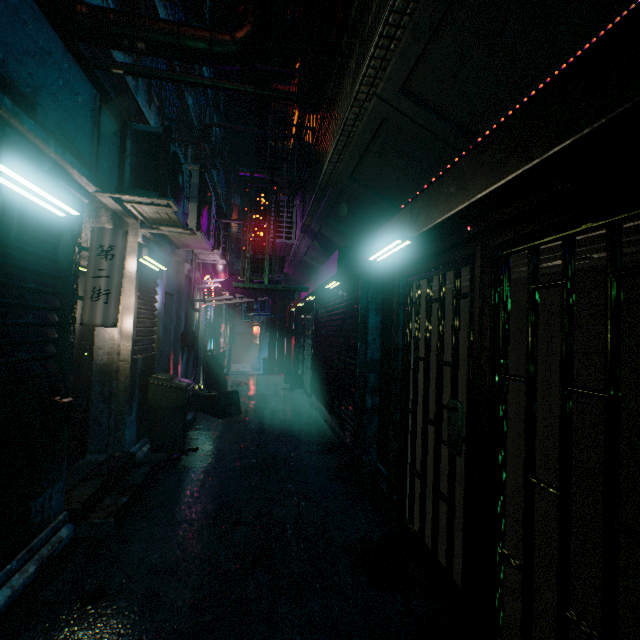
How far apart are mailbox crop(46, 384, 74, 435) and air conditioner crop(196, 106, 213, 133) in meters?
13.7

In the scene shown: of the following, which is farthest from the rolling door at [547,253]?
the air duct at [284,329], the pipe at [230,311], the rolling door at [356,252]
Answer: the pipe at [230,311]

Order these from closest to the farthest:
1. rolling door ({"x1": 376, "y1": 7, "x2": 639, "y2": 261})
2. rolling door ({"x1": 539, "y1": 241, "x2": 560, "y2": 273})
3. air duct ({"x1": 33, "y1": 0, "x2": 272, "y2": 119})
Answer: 1. rolling door ({"x1": 376, "y1": 7, "x2": 639, "y2": 261})
2. rolling door ({"x1": 539, "y1": 241, "x2": 560, "y2": 273})
3. air duct ({"x1": 33, "y1": 0, "x2": 272, "y2": 119})

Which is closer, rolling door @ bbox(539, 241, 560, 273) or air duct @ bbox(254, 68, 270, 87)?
rolling door @ bbox(539, 241, 560, 273)

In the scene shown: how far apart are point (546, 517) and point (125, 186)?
4.2m

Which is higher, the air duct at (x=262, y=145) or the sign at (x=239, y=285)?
the air duct at (x=262, y=145)

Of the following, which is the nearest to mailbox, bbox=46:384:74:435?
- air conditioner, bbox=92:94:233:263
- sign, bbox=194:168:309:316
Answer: air conditioner, bbox=92:94:233:263

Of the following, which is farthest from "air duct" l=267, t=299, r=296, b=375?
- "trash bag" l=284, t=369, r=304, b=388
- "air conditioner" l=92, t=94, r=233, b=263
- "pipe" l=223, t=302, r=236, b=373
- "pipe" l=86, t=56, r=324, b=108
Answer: "pipe" l=86, t=56, r=324, b=108
